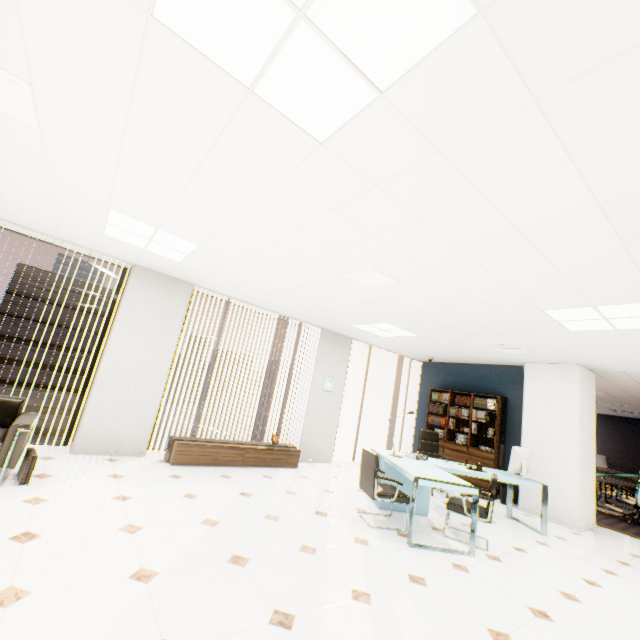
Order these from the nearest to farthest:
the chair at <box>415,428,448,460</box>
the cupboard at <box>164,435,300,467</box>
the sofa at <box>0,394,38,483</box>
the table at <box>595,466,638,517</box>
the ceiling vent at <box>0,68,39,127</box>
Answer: the ceiling vent at <box>0,68,39,127</box> → the sofa at <box>0,394,38,483</box> → the cupboard at <box>164,435,300,467</box> → the chair at <box>415,428,448,460</box> → the table at <box>595,466,638,517</box>

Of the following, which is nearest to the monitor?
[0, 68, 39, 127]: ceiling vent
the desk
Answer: the desk

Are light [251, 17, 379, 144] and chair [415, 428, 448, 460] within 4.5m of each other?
no

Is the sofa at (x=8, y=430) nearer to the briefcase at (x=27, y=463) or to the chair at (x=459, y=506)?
the briefcase at (x=27, y=463)

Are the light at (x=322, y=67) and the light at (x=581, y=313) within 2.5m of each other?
no

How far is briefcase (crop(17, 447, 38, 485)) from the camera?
3.40m

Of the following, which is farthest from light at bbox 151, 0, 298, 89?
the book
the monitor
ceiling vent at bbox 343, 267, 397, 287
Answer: the book

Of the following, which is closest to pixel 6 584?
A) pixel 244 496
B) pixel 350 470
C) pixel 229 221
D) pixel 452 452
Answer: pixel 244 496
